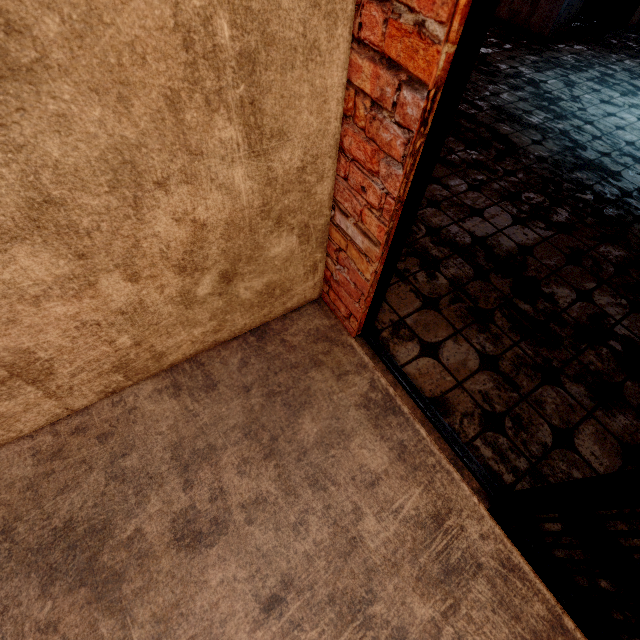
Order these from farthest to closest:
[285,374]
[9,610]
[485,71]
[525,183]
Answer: [485,71], [525,183], [285,374], [9,610]
